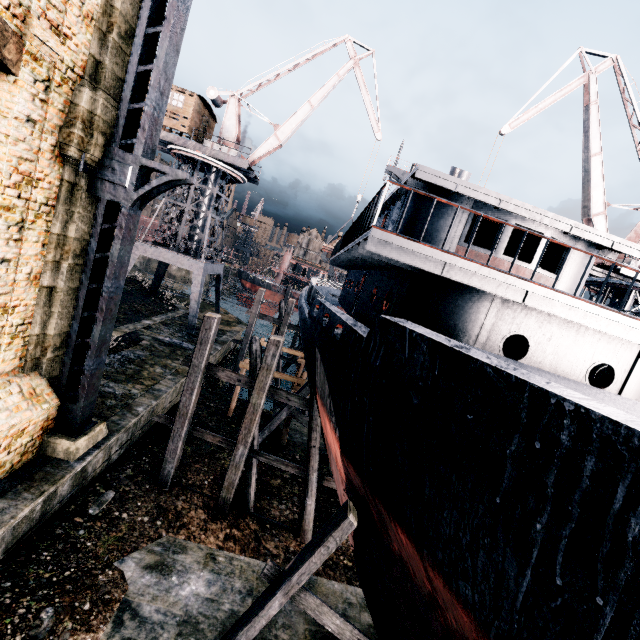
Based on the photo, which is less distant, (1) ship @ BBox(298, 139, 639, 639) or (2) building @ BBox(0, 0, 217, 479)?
(1) ship @ BBox(298, 139, 639, 639)

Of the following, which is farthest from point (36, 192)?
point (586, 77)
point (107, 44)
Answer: point (586, 77)

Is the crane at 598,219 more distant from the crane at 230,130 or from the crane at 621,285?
the crane at 230,130

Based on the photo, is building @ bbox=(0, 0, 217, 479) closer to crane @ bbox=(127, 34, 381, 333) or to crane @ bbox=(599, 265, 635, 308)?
crane @ bbox=(127, 34, 381, 333)

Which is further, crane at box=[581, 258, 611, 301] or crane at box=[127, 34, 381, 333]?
crane at box=[127, 34, 381, 333]

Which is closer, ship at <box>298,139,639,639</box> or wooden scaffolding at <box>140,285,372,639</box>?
ship at <box>298,139,639,639</box>

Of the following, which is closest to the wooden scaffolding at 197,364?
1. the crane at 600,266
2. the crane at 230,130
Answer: the crane at 230,130

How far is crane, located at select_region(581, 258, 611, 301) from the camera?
23.0m
